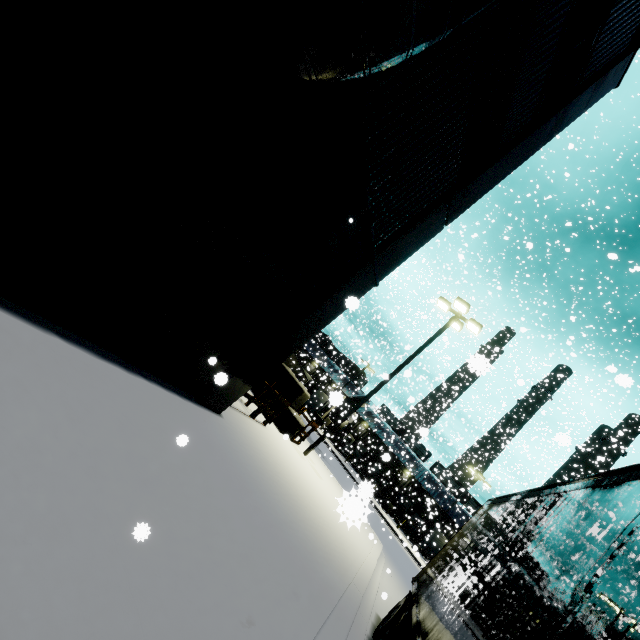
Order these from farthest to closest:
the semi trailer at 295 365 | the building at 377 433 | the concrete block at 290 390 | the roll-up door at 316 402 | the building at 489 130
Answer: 1. the roll-up door at 316 402
2. the semi trailer at 295 365
3. the building at 377 433
4. the concrete block at 290 390
5. the building at 489 130

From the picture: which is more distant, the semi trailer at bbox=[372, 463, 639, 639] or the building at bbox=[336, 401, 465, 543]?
the building at bbox=[336, 401, 465, 543]

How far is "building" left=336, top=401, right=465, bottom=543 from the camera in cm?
3815

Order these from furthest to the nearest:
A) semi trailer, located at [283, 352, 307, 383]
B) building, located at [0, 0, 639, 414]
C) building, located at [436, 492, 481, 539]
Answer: semi trailer, located at [283, 352, 307, 383], building, located at [436, 492, 481, 539], building, located at [0, 0, 639, 414]

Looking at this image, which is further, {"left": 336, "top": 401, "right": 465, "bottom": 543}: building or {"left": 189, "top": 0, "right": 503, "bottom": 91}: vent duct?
{"left": 336, "top": 401, "right": 465, "bottom": 543}: building

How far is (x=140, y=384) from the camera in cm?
482

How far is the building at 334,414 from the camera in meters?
3.3
